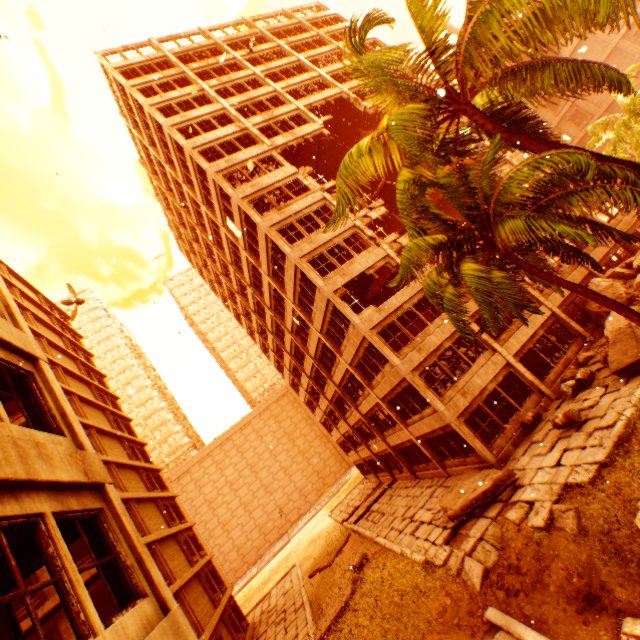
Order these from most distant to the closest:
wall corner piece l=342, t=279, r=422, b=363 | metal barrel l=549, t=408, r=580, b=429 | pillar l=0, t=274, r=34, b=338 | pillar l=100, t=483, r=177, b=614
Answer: wall corner piece l=342, t=279, r=422, b=363 < metal barrel l=549, t=408, r=580, b=429 < pillar l=0, t=274, r=34, b=338 < pillar l=100, t=483, r=177, b=614

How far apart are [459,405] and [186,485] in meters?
51.1

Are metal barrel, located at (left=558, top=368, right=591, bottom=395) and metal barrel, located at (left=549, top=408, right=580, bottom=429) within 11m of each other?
yes

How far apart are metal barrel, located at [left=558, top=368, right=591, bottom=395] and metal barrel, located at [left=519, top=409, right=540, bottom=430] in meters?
1.3 m

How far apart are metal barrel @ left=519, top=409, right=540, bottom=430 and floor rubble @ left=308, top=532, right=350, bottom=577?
16.9m

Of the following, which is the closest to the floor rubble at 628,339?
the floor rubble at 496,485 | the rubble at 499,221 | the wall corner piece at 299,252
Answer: the rubble at 499,221

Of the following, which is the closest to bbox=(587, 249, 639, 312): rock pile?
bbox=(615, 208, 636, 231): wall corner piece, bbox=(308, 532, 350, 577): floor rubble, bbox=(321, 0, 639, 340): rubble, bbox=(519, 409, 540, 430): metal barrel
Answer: bbox=(321, 0, 639, 340): rubble

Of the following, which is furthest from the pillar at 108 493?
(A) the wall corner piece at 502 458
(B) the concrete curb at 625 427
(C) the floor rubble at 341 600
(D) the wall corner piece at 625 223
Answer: (D) the wall corner piece at 625 223
